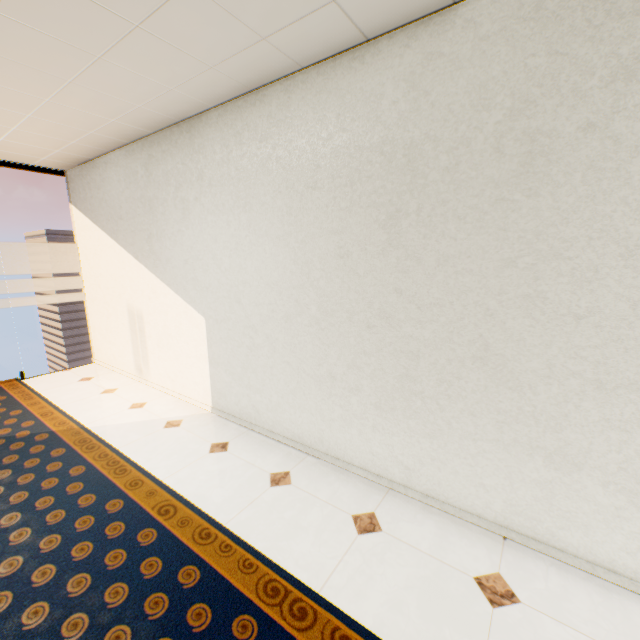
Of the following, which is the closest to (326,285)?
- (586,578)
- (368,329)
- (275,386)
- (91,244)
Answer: (368,329)
